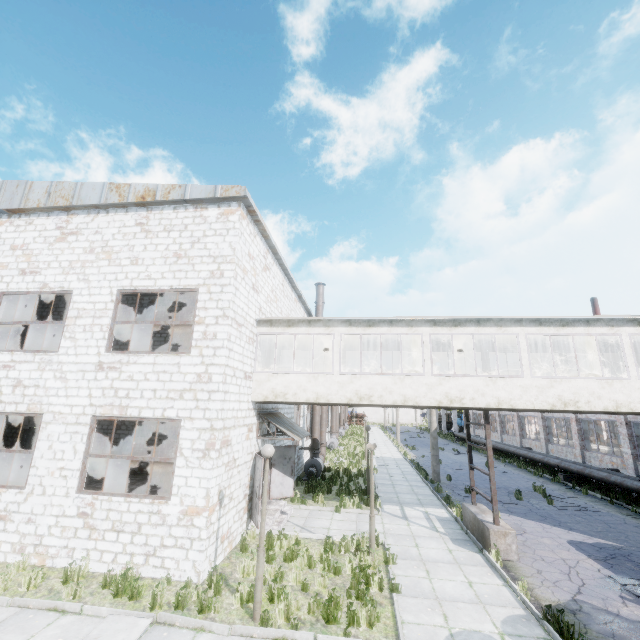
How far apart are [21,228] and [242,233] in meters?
8.4

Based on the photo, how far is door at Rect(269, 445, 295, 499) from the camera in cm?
1406

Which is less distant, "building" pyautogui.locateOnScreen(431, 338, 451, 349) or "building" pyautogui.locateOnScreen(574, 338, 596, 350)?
"building" pyautogui.locateOnScreen(574, 338, 596, 350)

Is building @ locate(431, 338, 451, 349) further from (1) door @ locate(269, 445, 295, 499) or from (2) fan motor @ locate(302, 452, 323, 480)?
(2) fan motor @ locate(302, 452, 323, 480)

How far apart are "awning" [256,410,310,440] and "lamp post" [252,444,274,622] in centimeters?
445cm

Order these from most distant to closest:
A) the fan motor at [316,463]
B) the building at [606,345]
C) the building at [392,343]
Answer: the fan motor at [316,463] < the building at [392,343] < the building at [606,345]

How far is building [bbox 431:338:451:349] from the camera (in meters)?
14.69

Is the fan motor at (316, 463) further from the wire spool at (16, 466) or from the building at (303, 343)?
the wire spool at (16, 466)
